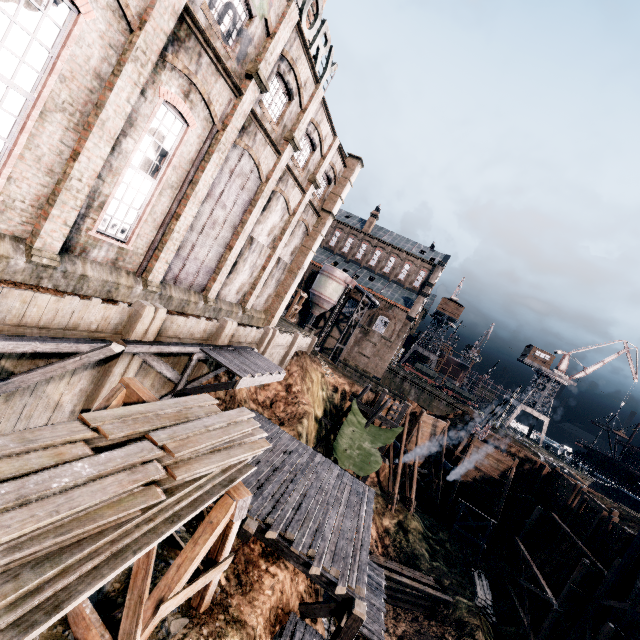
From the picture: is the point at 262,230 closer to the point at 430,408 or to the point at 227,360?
the point at 227,360

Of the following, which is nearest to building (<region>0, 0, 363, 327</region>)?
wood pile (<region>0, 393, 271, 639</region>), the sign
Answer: the sign

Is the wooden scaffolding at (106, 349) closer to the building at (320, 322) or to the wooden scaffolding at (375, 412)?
the wooden scaffolding at (375, 412)

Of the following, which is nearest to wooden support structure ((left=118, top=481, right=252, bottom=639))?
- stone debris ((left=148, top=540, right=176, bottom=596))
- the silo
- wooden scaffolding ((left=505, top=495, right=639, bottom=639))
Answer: stone debris ((left=148, top=540, right=176, bottom=596))

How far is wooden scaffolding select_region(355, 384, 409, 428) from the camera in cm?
2638

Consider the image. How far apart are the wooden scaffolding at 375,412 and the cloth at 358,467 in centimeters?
1cm

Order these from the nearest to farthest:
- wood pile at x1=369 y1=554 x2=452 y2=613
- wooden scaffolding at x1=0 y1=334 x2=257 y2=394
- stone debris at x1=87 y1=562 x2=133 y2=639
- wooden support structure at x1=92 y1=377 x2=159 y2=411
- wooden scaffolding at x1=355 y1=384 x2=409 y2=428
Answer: stone debris at x1=87 y1=562 x2=133 y2=639, wooden scaffolding at x1=0 y1=334 x2=257 y2=394, wooden support structure at x1=92 y1=377 x2=159 y2=411, wood pile at x1=369 y1=554 x2=452 y2=613, wooden scaffolding at x1=355 y1=384 x2=409 y2=428

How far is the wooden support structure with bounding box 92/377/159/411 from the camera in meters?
8.5 m
